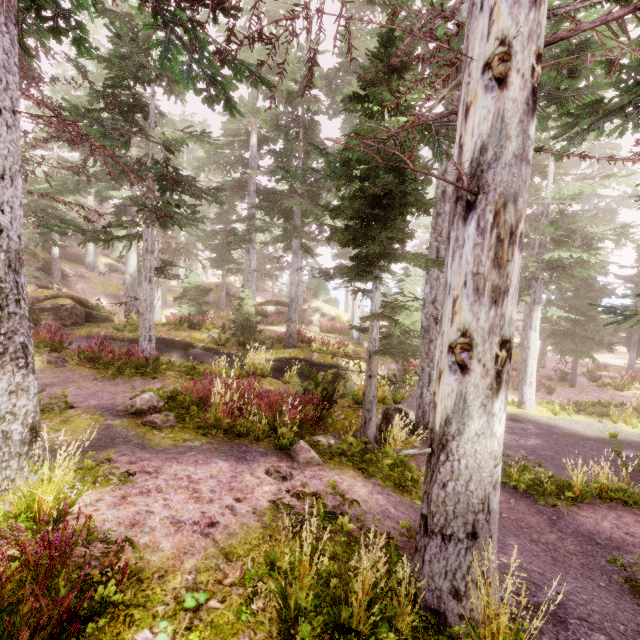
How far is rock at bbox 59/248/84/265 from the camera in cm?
3399

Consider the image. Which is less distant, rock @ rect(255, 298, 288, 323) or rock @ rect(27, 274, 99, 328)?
rock @ rect(27, 274, 99, 328)

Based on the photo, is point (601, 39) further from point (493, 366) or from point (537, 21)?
point (493, 366)

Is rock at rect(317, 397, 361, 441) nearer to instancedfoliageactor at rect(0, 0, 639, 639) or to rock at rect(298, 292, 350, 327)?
instancedfoliageactor at rect(0, 0, 639, 639)

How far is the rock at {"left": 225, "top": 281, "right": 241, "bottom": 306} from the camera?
36.1m

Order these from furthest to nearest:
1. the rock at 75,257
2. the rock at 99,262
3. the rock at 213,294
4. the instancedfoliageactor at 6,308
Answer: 1. the rock at 99,262
2. the rock at 213,294
3. the rock at 75,257
4. the instancedfoliageactor at 6,308

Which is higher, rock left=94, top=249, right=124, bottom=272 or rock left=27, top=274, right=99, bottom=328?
rock left=94, top=249, right=124, bottom=272

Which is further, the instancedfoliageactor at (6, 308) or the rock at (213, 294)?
the rock at (213, 294)
